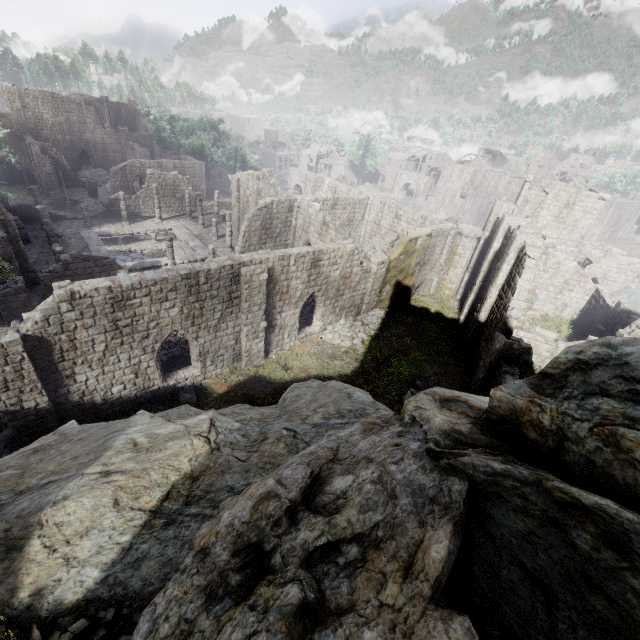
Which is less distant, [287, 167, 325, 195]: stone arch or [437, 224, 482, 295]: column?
[437, 224, 482, 295]: column

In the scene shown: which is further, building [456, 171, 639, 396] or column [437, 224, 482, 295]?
column [437, 224, 482, 295]

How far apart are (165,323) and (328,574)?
14.12m

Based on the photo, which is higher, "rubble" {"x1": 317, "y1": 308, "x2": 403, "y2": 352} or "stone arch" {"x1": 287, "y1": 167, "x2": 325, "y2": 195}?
"stone arch" {"x1": 287, "y1": 167, "x2": 325, "y2": 195}

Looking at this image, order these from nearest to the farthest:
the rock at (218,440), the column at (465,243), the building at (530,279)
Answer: the rock at (218,440), the building at (530,279), the column at (465,243)

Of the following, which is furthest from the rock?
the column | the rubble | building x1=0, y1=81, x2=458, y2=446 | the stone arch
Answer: the stone arch

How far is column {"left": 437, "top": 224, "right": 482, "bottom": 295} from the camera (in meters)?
27.09

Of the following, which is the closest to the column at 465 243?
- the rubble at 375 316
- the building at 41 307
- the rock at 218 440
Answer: the building at 41 307
